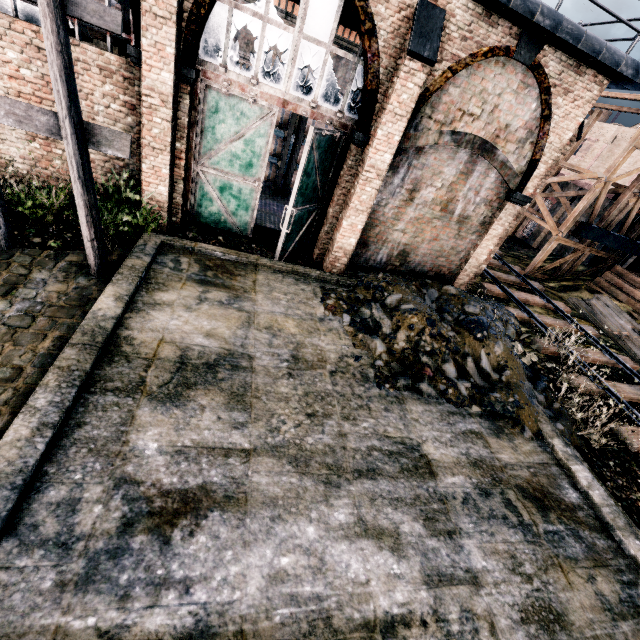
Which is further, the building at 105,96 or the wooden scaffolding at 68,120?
the building at 105,96

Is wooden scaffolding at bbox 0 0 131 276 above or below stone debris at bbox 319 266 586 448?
above

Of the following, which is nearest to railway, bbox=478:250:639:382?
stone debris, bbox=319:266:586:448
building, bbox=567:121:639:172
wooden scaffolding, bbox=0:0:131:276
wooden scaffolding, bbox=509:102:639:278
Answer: stone debris, bbox=319:266:586:448

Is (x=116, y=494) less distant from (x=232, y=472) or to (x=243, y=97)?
(x=232, y=472)

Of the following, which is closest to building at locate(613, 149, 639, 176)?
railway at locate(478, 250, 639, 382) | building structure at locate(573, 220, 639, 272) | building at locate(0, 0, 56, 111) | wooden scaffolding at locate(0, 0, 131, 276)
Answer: building structure at locate(573, 220, 639, 272)

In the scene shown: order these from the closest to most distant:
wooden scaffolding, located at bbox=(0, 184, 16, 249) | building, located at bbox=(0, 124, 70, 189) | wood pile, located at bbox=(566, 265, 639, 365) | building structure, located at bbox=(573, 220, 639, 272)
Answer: wooden scaffolding, located at bbox=(0, 184, 16, 249)
building, located at bbox=(0, 124, 70, 189)
wood pile, located at bbox=(566, 265, 639, 365)
building structure, located at bbox=(573, 220, 639, 272)

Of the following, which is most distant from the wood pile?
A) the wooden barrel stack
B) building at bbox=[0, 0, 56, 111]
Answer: the wooden barrel stack

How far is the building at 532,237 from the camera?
25.8m
